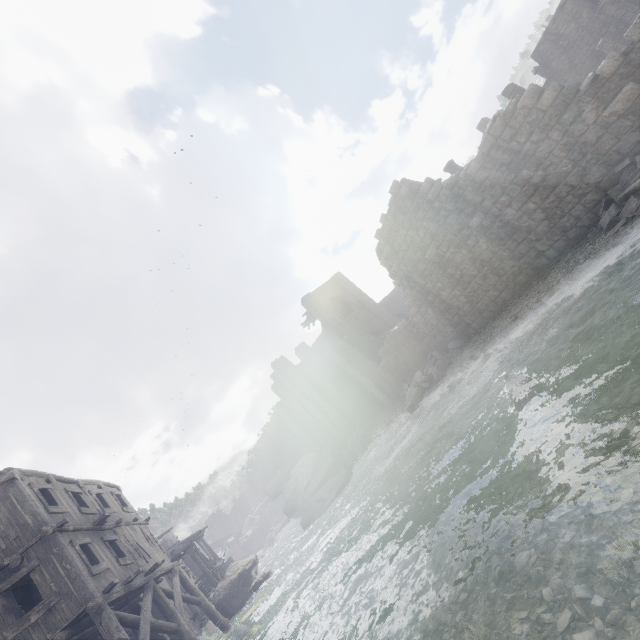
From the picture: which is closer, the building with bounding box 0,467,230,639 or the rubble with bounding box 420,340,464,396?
the building with bounding box 0,467,230,639

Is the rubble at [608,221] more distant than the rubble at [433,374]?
No

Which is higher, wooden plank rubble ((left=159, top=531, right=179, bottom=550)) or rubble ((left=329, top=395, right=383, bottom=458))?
wooden plank rubble ((left=159, top=531, right=179, bottom=550))

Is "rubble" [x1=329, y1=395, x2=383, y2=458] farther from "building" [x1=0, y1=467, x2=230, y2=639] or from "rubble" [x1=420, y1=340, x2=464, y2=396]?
"rubble" [x1=420, y1=340, x2=464, y2=396]

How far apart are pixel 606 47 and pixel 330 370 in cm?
2899

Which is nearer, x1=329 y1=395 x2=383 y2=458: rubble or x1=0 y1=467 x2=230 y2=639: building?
x1=0 y1=467 x2=230 y2=639: building

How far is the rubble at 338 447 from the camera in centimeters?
2803cm

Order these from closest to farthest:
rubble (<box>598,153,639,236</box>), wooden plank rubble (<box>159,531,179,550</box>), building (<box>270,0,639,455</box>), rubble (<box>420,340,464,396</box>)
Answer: rubble (<box>598,153,639,236</box>) → building (<box>270,0,639,455</box>) → rubble (<box>420,340,464,396</box>) → wooden plank rubble (<box>159,531,179,550</box>)
